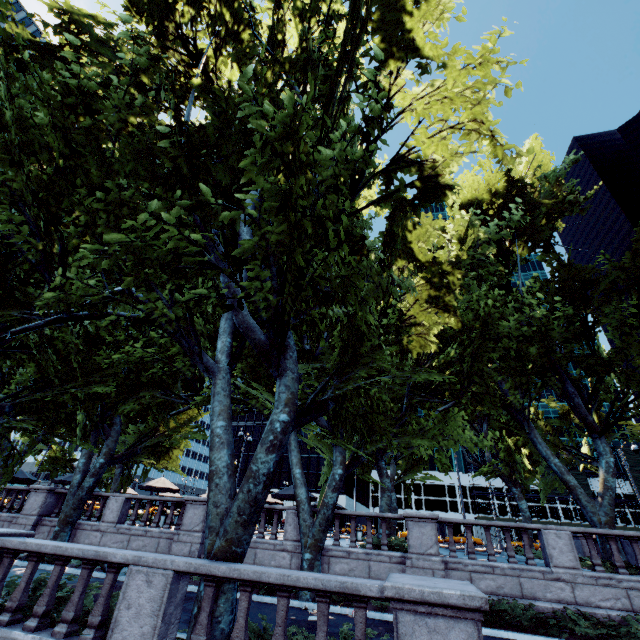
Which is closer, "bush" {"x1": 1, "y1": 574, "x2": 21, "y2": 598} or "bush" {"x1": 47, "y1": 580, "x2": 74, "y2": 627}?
"bush" {"x1": 47, "y1": 580, "x2": 74, "y2": 627}

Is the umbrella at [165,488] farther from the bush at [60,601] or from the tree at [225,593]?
the bush at [60,601]

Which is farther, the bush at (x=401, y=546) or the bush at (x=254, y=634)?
the bush at (x=401, y=546)

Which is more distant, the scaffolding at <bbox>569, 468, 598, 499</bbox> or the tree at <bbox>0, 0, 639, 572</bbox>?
the scaffolding at <bbox>569, 468, 598, 499</bbox>

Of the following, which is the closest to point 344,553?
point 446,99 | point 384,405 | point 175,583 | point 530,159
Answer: point 384,405

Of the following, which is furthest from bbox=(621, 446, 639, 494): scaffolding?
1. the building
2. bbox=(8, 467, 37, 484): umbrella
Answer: bbox=(8, 467, 37, 484): umbrella

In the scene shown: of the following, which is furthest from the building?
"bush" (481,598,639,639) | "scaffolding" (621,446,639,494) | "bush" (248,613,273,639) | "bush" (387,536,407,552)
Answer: "bush" (248,613,273,639)

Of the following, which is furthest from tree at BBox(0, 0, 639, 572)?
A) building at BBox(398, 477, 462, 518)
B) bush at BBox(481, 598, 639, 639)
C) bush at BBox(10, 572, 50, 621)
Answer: building at BBox(398, 477, 462, 518)
